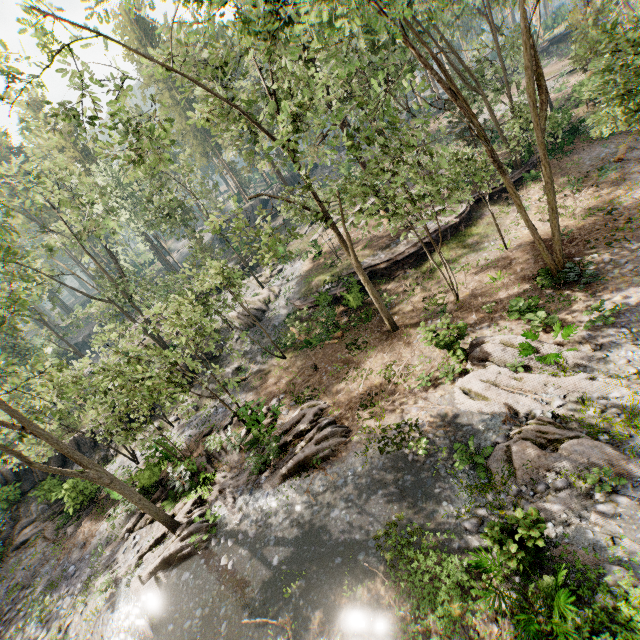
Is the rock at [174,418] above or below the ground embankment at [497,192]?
below

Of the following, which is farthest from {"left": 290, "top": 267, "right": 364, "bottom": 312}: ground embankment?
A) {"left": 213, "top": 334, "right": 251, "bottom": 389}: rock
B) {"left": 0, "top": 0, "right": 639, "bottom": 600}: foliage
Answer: {"left": 213, "top": 334, "right": 251, "bottom": 389}: rock

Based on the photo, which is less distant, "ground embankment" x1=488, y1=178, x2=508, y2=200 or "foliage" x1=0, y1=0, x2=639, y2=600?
"foliage" x1=0, y1=0, x2=639, y2=600

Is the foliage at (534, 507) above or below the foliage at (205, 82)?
above

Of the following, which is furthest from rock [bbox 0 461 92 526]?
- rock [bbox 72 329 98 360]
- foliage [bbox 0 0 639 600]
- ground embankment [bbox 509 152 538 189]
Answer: rock [bbox 72 329 98 360]

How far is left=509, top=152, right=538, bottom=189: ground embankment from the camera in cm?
2452

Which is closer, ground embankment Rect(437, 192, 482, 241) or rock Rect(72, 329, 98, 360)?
ground embankment Rect(437, 192, 482, 241)

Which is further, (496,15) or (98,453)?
(496,15)
